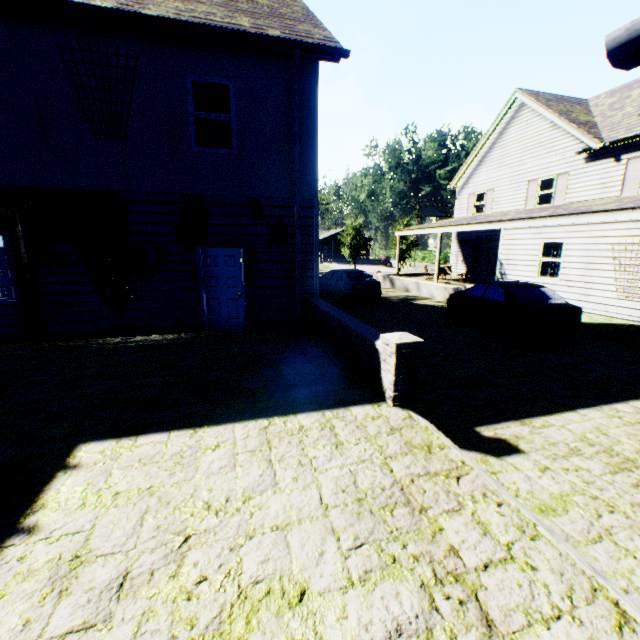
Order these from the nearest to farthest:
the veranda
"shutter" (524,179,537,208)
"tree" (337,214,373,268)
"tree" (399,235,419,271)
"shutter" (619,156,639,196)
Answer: the veranda → "shutter" (619,156,639,196) → "shutter" (524,179,537,208) → "tree" (337,214,373,268) → "tree" (399,235,419,271)

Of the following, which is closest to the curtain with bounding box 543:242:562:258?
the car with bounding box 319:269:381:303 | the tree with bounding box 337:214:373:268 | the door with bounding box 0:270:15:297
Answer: the car with bounding box 319:269:381:303

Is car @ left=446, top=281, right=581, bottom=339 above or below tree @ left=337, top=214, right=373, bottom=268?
below

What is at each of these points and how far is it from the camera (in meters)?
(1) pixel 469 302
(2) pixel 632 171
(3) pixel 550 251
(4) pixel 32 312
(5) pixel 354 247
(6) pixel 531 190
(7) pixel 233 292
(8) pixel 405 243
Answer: (1) car, 11.40
(2) shutter, 14.00
(3) curtain, 12.96
(4) veranda, 7.32
(5) tree, 37.38
(6) shutter, 18.66
(7) door, 8.14
(8) tree, 37.97

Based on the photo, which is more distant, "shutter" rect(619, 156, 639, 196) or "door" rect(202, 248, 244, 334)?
"shutter" rect(619, 156, 639, 196)

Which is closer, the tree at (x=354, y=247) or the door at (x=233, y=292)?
the door at (x=233, y=292)

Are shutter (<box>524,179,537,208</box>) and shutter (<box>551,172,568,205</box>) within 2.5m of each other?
yes

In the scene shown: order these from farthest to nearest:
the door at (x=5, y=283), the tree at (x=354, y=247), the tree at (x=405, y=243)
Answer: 1. the tree at (x=405, y=243)
2. the tree at (x=354, y=247)
3. the door at (x=5, y=283)
